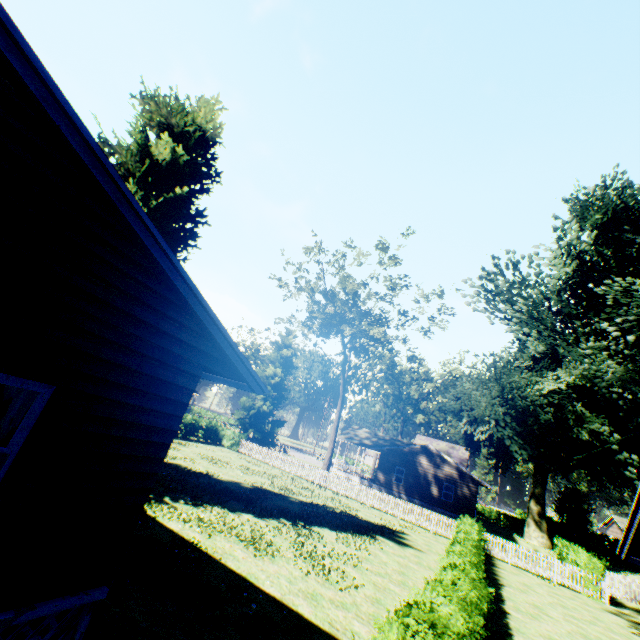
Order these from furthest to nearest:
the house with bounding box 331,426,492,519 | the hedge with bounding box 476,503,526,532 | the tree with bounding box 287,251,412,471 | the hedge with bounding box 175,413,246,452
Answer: the hedge with bounding box 476,503,526,532, the house with bounding box 331,426,492,519, the hedge with bounding box 175,413,246,452, the tree with bounding box 287,251,412,471

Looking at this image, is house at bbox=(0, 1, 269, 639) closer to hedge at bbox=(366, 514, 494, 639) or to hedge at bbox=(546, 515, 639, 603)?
hedge at bbox=(366, 514, 494, 639)

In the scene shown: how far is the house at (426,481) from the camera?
31.8m

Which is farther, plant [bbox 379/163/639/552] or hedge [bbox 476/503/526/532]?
hedge [bbox 476/503/526/532]

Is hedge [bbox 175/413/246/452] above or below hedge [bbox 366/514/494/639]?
below

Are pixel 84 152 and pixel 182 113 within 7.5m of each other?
no

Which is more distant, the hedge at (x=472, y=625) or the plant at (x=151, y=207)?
the plant at (x=151, y=207)

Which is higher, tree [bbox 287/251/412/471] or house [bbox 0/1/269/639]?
tree [bbox 287/251/412/471]
